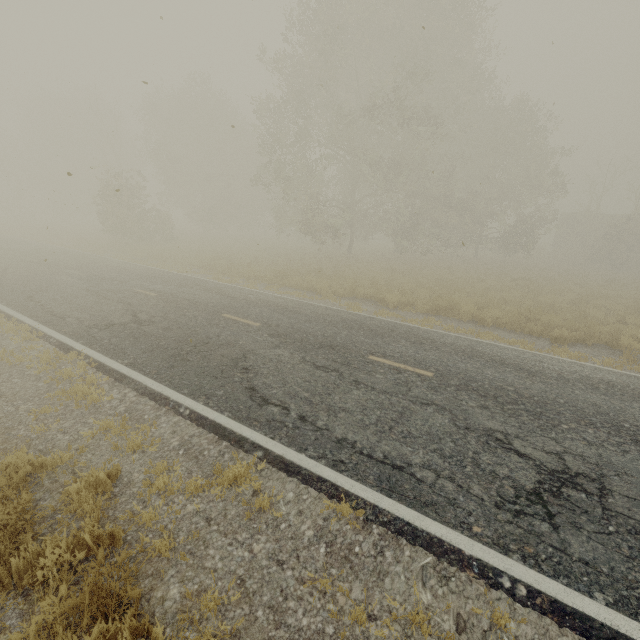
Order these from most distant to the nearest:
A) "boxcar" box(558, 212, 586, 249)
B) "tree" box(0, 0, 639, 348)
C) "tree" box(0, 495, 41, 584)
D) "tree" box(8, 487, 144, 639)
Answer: "boxcar" box(558, 212, 586, 249), "tree" box(0, 0, 639, 348), "tree" box(0, 495, 41, 584), "tree" box(8, 487, 144, 639)

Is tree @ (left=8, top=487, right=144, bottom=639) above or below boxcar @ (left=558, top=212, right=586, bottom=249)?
below

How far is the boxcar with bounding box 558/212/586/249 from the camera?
35.28m

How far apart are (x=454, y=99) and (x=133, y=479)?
28.99m

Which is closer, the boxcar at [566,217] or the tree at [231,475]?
the tree at [231,475]

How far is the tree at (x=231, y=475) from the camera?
4.05m

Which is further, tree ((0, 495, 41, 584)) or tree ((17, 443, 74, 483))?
tree ((17, 443, 74, 483))
